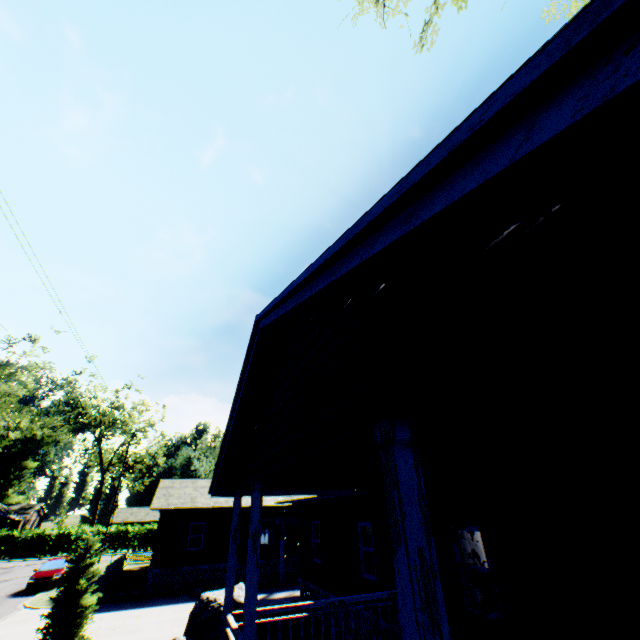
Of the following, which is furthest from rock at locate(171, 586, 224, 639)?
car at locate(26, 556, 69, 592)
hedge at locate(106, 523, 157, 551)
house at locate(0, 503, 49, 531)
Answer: house at locate(0, 503, 49, 531)

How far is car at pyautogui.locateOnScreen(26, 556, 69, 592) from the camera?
20.52m

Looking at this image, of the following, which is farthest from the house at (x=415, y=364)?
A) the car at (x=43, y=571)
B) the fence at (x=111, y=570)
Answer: the car at (x=43, y=571)

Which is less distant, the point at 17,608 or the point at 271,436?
the point at 271,436

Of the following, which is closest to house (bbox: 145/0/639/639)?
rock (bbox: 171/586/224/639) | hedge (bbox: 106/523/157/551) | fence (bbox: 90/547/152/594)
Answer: rock (bbox: 171/586/224/639)

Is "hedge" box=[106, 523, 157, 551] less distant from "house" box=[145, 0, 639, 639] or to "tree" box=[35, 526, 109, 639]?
"house" box=[145, 0, 639, 639]

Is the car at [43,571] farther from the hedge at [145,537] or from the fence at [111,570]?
the hedge at [145,537]

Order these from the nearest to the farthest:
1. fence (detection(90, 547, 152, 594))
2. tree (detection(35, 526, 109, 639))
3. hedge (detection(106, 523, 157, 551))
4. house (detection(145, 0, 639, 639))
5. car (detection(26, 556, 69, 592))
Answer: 1. house (detection(145, 0, 639, 639))
2. tree (detection(35, 526, 109, 639))
3. fence (detection(90, 547, 152, 594))
4. car (detection(26, 556, 69, 592))
5. hedge (detection(106, 523, 157, 551))
